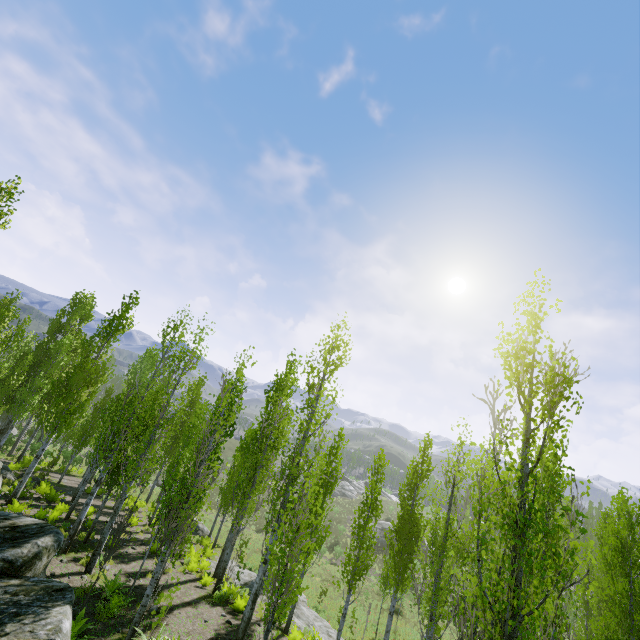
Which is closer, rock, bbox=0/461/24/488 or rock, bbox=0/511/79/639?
rock, bbox=0/511/79/639

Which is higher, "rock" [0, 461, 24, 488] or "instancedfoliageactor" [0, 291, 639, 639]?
"instancedfoliageactor" [0, 291, 639, 639]

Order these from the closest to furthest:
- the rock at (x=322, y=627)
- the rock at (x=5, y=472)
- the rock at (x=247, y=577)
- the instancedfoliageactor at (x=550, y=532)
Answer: the instancedfoliageactor at (x=550, y=532), the rock at (x=322, y=627), the rock at (x=247, y=577), the rock at (x=5, y=472)

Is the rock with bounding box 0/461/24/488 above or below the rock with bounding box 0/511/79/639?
below

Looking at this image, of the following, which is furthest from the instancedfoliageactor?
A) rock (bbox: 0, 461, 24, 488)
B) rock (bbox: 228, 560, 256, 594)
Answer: rock (bbox: 228, 560, 256, 594)

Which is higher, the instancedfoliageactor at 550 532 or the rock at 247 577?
the instancedfoliageactor at 550 532

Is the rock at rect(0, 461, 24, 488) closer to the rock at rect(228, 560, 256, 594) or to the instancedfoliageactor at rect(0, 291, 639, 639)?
the instancedfoliageactor at rect(0, 291, 639, 639)

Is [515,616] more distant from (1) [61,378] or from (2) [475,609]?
(1) [61,378]
